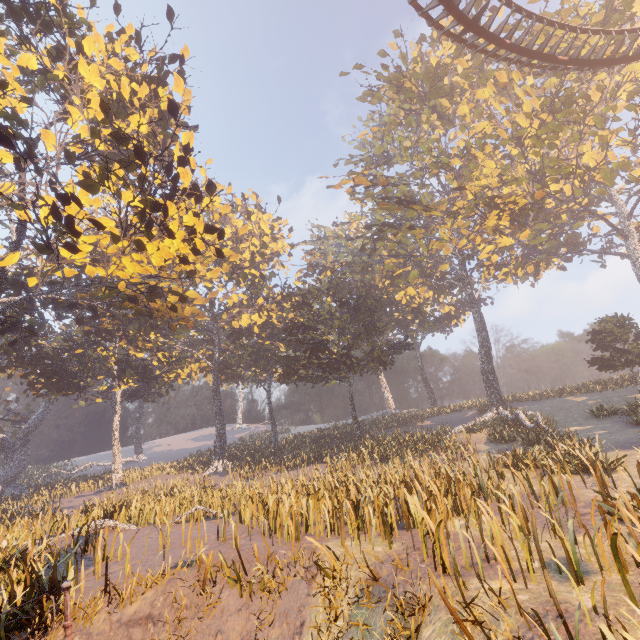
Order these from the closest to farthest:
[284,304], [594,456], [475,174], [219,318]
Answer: [594,456]
[475,174]
[219,318]
[284,304]

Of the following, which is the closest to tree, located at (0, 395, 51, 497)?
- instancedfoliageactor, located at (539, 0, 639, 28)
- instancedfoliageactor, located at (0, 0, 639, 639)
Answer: instancedfoliageactor, located at (0, 0, 639, 639)

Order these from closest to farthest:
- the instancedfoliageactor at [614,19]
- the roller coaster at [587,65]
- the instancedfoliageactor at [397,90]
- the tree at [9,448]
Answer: the instancedfoliageactor at [397,90] → the roller coaster at [587,65] → the instancedfoliageactor at [614,19] → the tree at [9,448]

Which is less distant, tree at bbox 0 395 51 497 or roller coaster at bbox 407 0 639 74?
roller coaster at bbox 407 0 639 74

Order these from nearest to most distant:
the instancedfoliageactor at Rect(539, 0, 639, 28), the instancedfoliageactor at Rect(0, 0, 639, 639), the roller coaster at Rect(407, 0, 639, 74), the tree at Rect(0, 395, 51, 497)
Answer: the instancedfoliageactor at Rect(0, 0, 639, 639) < the roller coaster at Rect(407, 0, 639, 74) < the instancedfoliageactor at Rect(539, 0, 639, 28) < the tree at Rect(0, 395, 51, 497)

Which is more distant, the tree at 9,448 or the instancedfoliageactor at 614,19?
the tree at 9,448

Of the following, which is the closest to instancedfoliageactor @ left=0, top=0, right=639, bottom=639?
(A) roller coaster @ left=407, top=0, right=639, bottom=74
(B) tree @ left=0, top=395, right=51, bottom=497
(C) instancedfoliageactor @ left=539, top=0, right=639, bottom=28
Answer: (A) roller coaster @ left=407, top=0, right=639, bottom=74
